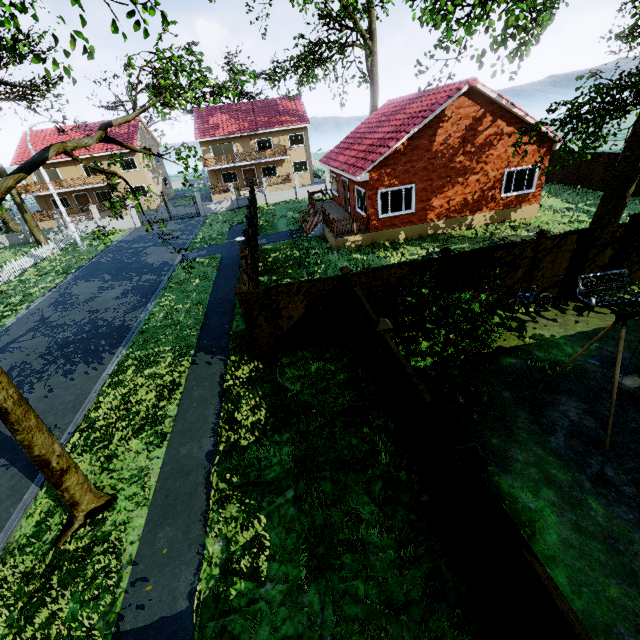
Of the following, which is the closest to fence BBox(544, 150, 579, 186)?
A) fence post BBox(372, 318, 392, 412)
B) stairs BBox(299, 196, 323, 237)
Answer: fence post BBox(372, 318, 392, 412)

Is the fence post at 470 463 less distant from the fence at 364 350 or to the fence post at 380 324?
the fence at 364 350

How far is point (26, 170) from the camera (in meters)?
5.12

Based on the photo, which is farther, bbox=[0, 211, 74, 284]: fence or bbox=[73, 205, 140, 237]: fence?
bbox=[73, 205, 140, 237]: fence

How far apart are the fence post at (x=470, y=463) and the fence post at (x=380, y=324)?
2.8 meters

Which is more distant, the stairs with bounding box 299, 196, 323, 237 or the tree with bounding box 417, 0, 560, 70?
the stairs with bounding box 299, 196, 323, 237

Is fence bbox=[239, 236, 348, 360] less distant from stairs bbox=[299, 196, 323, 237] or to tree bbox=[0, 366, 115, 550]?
tree bbox=[0, 366, 115, 550]

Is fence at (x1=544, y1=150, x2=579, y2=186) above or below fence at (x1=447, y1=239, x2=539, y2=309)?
below
